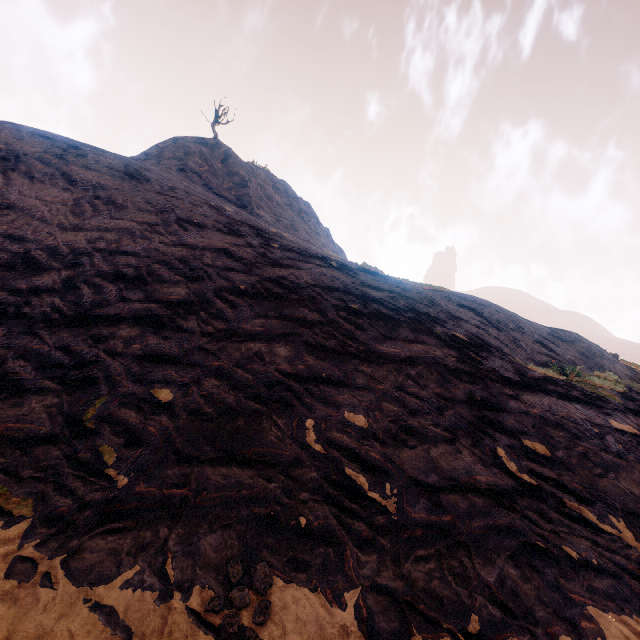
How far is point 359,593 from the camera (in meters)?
2.82
